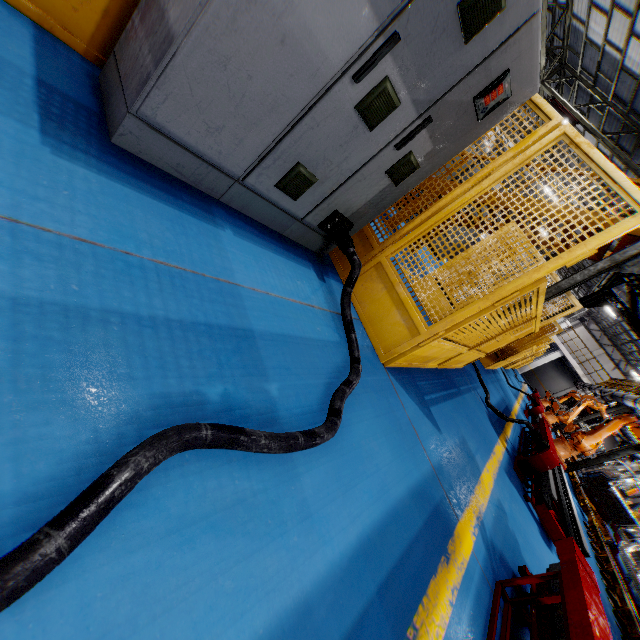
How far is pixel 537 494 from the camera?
4.98m

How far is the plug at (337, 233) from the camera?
2.8 meters

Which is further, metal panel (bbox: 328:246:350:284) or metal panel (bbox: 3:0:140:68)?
metal panel (bbox: 328:246:350:284)

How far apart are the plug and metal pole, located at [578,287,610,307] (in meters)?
7.95

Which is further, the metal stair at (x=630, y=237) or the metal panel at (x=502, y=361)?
the metal stair at (x=630, y=237)

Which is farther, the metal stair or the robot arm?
the robot arm

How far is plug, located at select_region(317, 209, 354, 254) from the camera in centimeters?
278cm

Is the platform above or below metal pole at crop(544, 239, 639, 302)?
below
